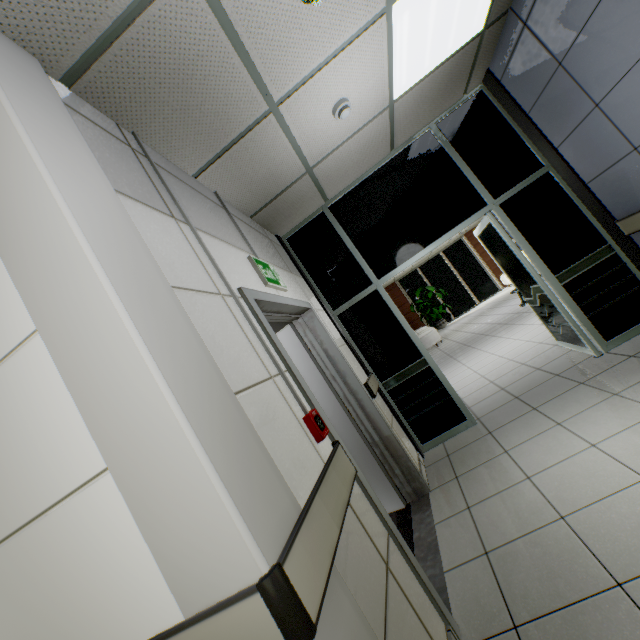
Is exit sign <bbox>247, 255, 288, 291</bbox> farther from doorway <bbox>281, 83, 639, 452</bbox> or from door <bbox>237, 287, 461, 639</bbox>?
doorway <bbox>281, 83, 639, 452</bbox>

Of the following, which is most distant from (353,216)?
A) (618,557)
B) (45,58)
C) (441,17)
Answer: (618,557)

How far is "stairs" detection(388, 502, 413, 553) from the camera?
2.5 meters

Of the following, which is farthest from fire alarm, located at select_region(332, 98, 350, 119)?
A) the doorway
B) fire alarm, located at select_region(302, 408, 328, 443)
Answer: fire alarm, located at select_region(302, 408, 328, 443)

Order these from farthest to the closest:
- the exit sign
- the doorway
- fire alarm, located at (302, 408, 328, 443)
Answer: the doorway → the exit sign → fire alarm, located at (302, 408, 328, 443)

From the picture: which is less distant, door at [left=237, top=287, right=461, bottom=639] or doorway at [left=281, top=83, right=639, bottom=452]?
door at [left=237, top=287, right=461, bottom=639]

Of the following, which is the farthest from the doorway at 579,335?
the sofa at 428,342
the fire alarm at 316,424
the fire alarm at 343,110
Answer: the sofa at 428,342

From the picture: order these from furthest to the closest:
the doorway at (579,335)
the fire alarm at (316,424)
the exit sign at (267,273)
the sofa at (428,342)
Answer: the sofa at (428,342) < the doorway at (579,335) < the exit sign at (267,273) < the fire alarm at (316,424)
